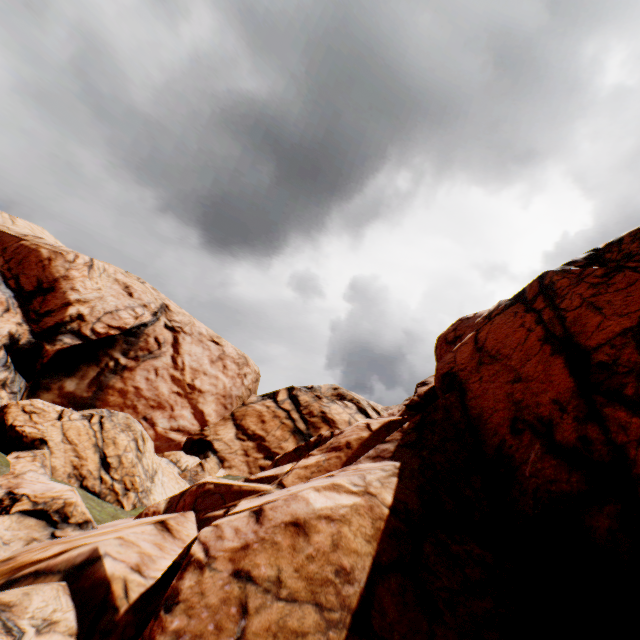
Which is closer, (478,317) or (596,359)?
(596,359)
